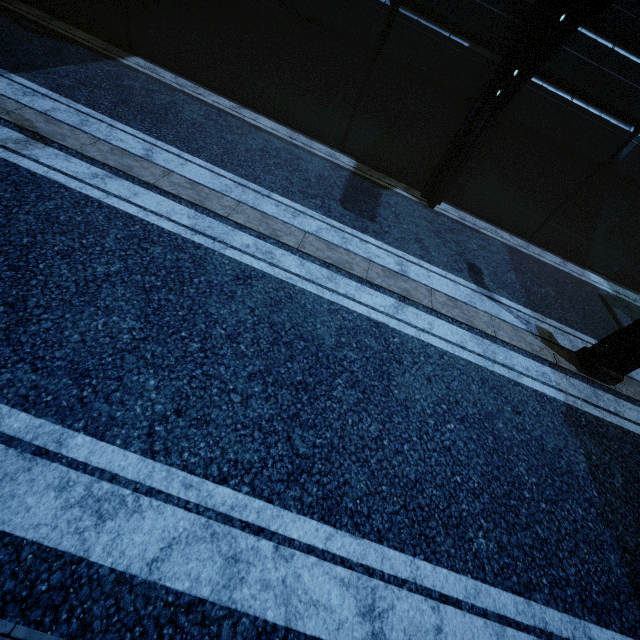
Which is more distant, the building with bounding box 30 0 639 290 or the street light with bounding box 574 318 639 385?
the building with bounding box 30 0 639 290

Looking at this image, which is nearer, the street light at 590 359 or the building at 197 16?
the street light at 590 359

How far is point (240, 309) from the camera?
4.1 meters
